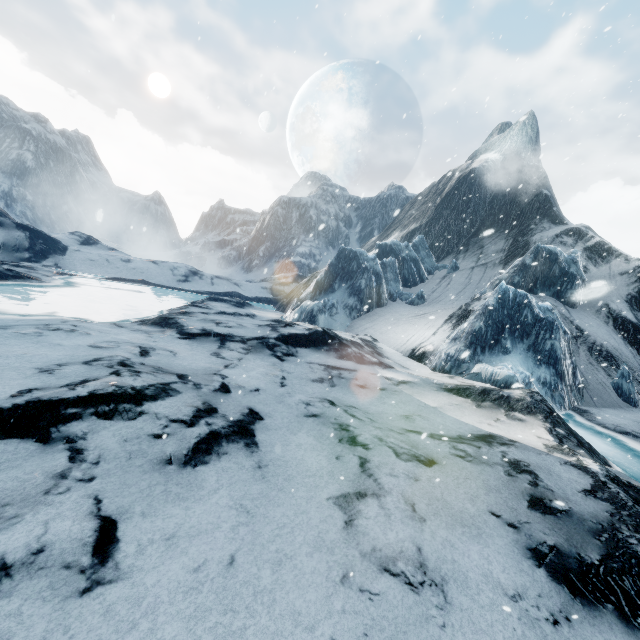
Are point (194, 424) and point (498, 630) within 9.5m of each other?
yes
